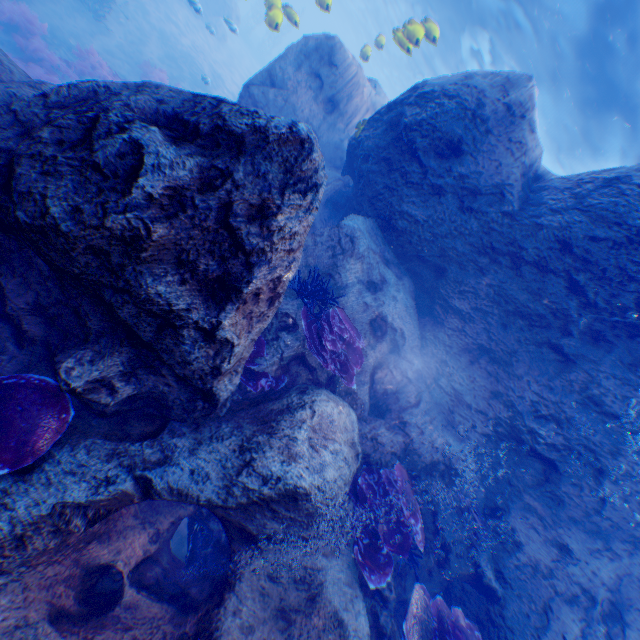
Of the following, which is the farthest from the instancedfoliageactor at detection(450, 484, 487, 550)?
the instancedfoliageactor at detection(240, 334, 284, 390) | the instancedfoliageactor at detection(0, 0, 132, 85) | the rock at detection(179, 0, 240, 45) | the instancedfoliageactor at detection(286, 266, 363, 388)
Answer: the instancedfoliageactor at detection(0, 0, 132, 85)

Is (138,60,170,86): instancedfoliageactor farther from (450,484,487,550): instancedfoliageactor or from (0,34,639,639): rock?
(450,484,487,550): instancedfoliageactor

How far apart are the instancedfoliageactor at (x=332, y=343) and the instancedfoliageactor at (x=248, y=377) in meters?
0.7

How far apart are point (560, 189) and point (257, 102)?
7.9 meters

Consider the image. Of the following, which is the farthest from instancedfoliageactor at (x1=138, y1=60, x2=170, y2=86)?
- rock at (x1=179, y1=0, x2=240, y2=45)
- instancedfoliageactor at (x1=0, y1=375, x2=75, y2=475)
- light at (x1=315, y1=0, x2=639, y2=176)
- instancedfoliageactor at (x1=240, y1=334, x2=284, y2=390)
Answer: instancedfoliageactor at (x1=240, y1=334, x2=284, y2=390)

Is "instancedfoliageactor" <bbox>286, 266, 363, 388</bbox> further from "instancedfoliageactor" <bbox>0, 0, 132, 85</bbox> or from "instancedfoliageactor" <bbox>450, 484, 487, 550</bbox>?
"instancedfoliageactor" <bbox>0, 0, 132, 85</bbox>

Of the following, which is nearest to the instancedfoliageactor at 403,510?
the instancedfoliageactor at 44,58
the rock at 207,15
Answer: the rock at 207,15
